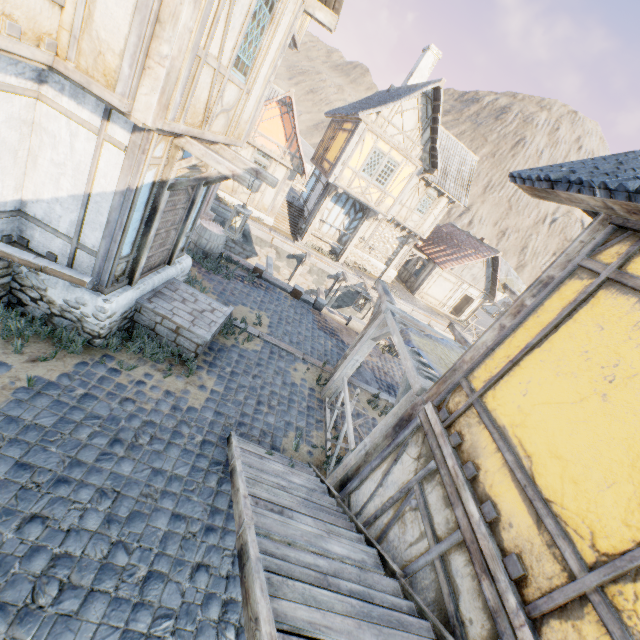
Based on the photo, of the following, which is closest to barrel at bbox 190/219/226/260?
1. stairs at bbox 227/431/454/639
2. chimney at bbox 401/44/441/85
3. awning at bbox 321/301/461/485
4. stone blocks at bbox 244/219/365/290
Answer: stone blocks at bbox 244/219/365/290

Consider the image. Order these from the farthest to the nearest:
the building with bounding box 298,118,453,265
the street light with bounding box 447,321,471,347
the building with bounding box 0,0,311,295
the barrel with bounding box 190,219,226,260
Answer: the building with bounding box 298,118,453,265
the barrel with bounding box 190,219,226,260
the street light with bounding box 447,321,471,347
the building with bounding box 0,0,311,295

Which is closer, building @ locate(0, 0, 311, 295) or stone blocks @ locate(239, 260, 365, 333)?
building @ locate(0, 0, 311, 295)

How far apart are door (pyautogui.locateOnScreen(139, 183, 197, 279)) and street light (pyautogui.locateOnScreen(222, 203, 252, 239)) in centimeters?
1cm

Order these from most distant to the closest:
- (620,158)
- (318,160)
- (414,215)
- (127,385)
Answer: (414,215) → (318,160) → (127,385) → (620,158)

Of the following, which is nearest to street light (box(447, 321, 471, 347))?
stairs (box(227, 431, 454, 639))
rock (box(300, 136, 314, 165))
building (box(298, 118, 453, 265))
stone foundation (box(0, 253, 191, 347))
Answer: stairs (box(227, 431, 454, 639))

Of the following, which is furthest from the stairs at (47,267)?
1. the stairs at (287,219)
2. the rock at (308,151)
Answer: the stairs at (287,219)

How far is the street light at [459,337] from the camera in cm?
865
